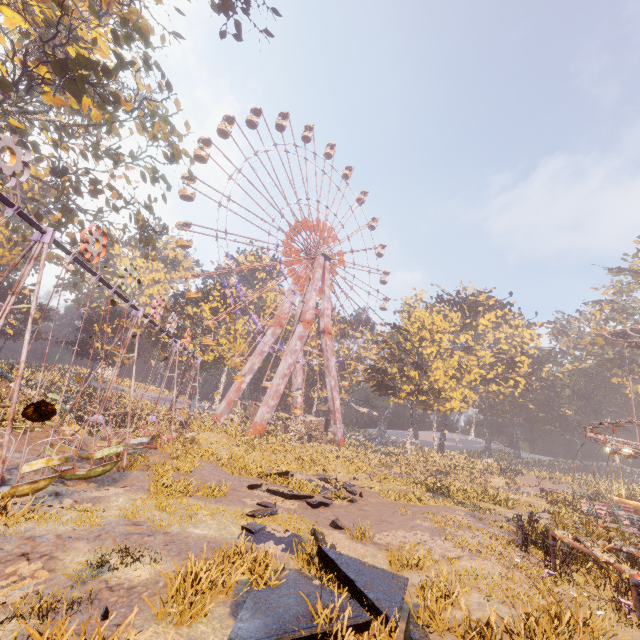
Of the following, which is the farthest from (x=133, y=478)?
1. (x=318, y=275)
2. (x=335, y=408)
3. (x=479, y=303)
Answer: (x=479, y=303)

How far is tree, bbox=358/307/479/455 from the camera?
37.31m

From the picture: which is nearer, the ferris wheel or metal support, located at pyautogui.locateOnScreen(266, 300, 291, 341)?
the ferris wheel

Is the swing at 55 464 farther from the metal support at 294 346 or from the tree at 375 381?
the tree at 375 381

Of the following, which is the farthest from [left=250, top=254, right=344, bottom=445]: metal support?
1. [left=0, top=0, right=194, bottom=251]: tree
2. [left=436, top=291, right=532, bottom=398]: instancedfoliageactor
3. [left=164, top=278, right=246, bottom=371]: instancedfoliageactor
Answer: [left=0, top=0, right=194, bottom=251]: tree

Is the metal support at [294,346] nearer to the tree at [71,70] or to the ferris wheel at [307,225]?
the ferris wheel at [307,225]

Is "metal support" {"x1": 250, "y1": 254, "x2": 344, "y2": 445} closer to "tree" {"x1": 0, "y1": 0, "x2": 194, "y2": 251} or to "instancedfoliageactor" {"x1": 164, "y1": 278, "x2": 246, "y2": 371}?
"instancedfoliageactor" {"x1": 164, "y1": 278, "x2": 246, "y2": 371}

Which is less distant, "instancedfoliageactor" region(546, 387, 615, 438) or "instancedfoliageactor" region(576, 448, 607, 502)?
"instancedfoliageactor" region(576, 448, 607, 502)
